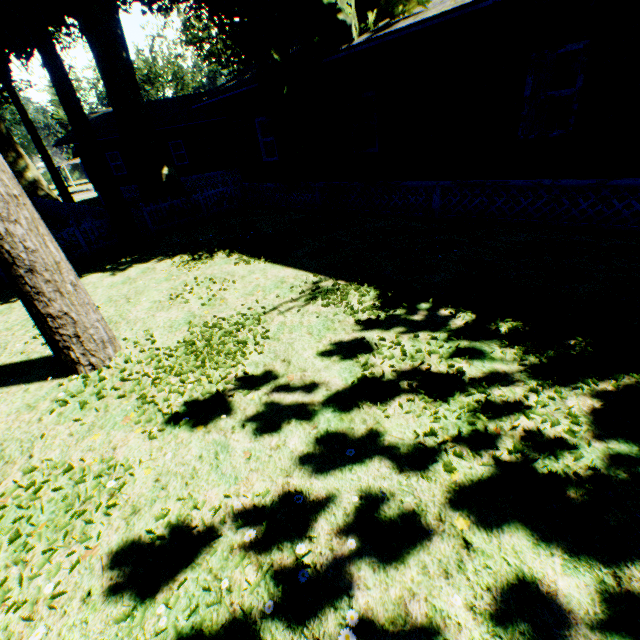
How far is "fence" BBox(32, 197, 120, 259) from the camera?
11.55m

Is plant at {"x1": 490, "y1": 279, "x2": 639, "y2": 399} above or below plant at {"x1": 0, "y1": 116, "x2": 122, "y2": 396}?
below

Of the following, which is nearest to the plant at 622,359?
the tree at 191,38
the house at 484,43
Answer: the house at 484,43

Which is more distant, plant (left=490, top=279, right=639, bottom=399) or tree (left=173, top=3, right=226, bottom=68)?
tree (left=173, top=3, right=226, bottom=68)

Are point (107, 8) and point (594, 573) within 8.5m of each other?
no

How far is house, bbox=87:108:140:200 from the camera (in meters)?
23.64

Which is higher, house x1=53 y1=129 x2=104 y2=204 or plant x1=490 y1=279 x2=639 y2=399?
house x1=53 y1=129 x2=104 y2=204

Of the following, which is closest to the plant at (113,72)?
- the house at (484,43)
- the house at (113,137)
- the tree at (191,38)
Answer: the house at (484,43)
